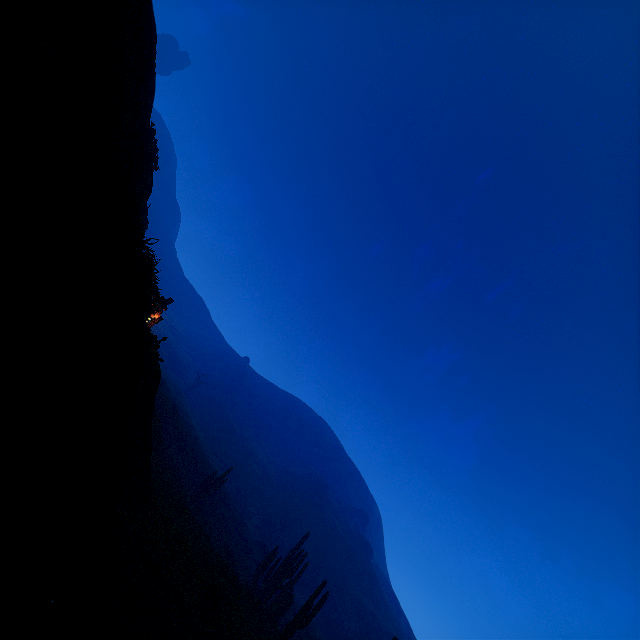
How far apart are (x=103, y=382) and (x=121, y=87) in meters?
5.8 m

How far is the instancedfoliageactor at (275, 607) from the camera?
20.84m

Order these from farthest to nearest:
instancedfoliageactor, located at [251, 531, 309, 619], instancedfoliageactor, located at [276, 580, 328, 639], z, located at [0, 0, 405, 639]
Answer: instancedfoliageactor, located at [251, 531, 309, 619] < instancedfoliageactor, located at [276, 580, 328, 639] < z, located at [0, 0, 405, 639]

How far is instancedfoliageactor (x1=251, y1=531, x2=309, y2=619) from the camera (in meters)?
20.84

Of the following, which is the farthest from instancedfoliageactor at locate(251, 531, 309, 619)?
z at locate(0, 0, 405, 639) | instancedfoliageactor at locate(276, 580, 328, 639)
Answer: instancedfoliageactor at locate(276, 580, 328, 639)

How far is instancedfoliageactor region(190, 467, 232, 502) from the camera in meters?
28.0 m

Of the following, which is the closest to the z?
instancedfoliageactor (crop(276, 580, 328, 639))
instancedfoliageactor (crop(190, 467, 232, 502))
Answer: instancedfoliageactor (crop(276, 580, 328, 639))

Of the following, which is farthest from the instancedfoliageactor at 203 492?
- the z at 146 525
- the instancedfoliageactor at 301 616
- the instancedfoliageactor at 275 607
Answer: the instancedfoliageactor at 301 616
